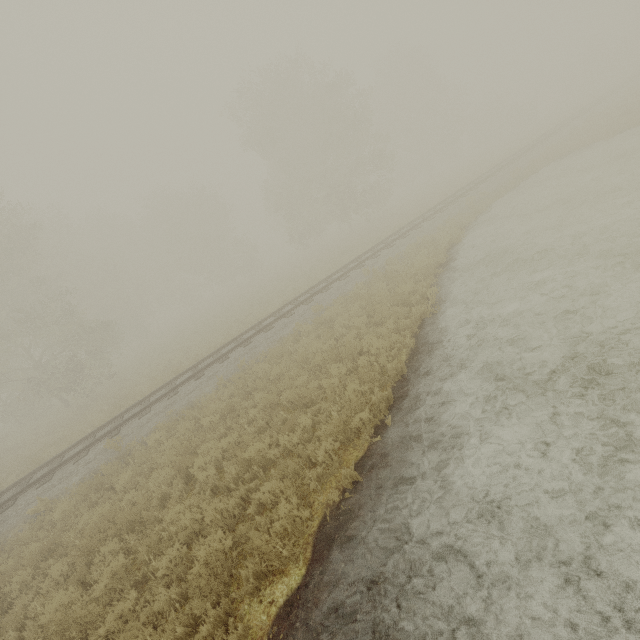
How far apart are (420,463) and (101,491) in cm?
934
